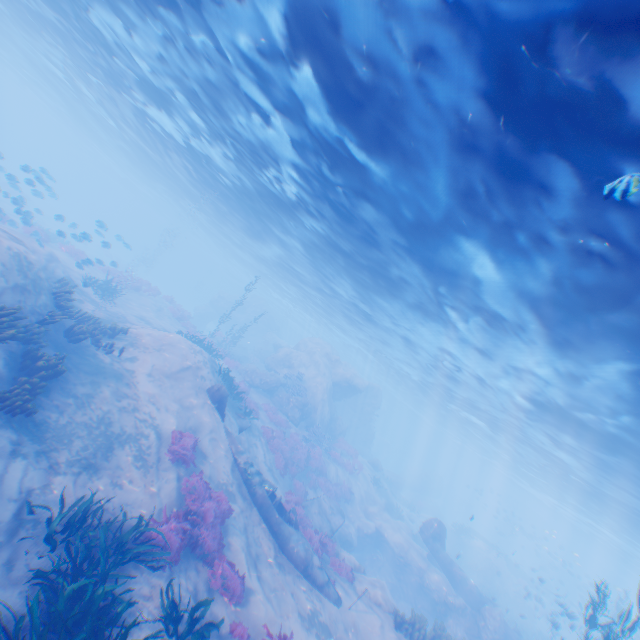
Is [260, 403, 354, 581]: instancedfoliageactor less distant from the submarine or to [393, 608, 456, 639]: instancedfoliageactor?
[393, 608, 456, 639]: instancedfoliageactor

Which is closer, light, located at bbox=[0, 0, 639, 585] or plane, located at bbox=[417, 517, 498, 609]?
light, located at bbox=[0, 0, 639, 585]

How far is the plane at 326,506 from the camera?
16.6 meters

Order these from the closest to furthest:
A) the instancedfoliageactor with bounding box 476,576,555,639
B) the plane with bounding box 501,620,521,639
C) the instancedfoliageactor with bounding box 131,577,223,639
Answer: the instancedfoliageactor with bounding box 131,577,223,639
the plane with bounding box 501,620,521,639
the instancedfoliageactor with bounding box 476,576,555,639

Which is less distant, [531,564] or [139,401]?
[139,401]

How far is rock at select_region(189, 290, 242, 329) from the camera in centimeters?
4831cm

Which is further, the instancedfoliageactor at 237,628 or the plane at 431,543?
the plane at 431,543

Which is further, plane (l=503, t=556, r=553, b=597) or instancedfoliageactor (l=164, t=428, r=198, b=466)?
plane (l=503, t=556, r=553, b=597)
